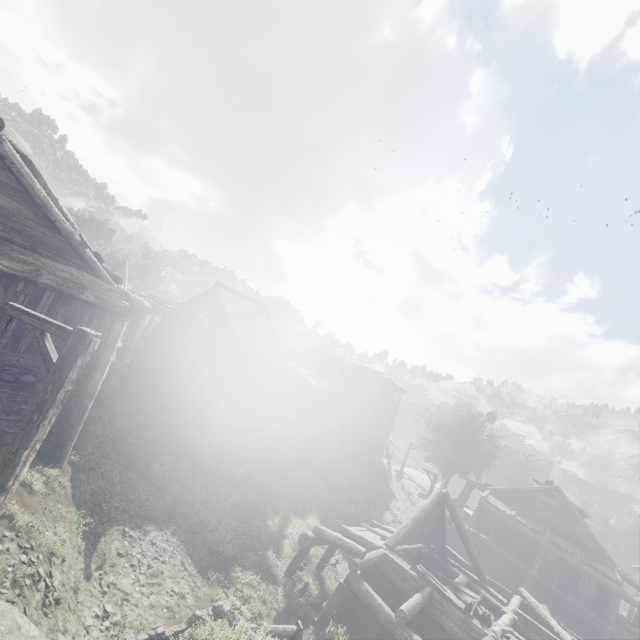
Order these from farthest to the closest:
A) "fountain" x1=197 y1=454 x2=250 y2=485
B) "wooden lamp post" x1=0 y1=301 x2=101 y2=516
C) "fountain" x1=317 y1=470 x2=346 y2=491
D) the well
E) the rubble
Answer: "fountain" x1=317 y1=470 x2=346 y2=491
the rubble
"fountain" x1=197 y1=454 x2=250 y2=485
the well
"wooden lamp post" x1=0 y1=301 x2=101 y2=516

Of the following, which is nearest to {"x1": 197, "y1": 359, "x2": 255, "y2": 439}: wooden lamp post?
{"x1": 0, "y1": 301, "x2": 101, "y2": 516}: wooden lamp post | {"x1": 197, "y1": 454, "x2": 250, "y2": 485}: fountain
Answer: {"x1": 197, "y1": 454, "x2": 250, "y2": 485}: fountain

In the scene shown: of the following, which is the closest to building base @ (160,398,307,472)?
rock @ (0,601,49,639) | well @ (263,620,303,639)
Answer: well @ (263,620,303,639)

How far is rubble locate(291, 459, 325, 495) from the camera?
22.81m

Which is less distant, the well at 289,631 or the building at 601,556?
the well at 289,631

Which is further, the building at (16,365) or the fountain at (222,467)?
the fountain at (222,467)

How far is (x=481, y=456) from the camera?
39.72m

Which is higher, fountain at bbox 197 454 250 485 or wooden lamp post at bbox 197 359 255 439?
wooden lamp post at bbox 197 359 255 439
